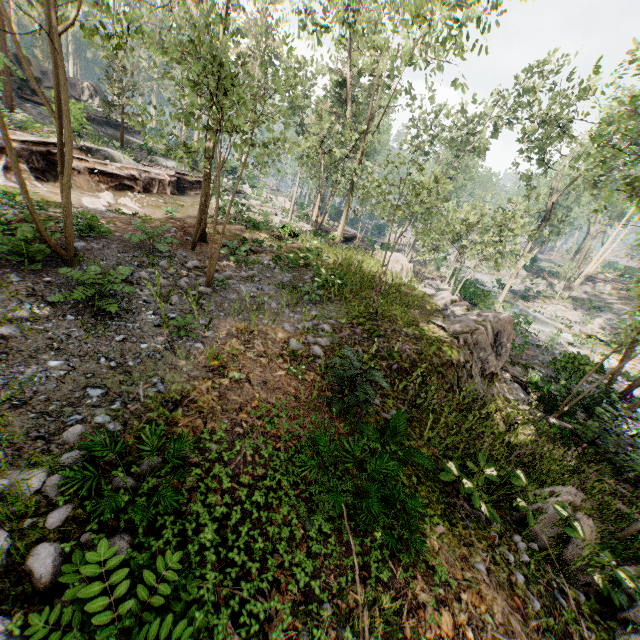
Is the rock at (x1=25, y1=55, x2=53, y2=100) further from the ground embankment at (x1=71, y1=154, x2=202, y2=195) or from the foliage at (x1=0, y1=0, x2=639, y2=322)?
the ground embankment at (x1=71, y1=154, x2=202, y2=195)

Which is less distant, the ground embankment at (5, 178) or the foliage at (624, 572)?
the foliage at (624, 572)

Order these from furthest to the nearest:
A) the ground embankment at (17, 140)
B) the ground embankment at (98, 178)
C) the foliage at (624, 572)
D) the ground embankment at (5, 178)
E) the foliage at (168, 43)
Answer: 1. the ground embankment at (98, 178)
2. the ground embankment at (17, 140)
3. the ground embankment at (5, 178)
4. the foliage at (168, 43)
5. the foliage at (624, 572)

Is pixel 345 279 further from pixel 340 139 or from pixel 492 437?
pixel 340 139

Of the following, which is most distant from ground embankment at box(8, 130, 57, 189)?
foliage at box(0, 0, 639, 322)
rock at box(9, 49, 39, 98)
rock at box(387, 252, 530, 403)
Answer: rock at box(9, 49, 39, 98)

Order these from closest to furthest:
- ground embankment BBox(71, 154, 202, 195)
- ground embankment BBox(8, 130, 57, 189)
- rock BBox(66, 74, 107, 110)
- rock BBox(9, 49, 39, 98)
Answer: ground embankment BBox(8, 130, 57, 189) → ground embankment BBox(71, 154, 202, 195) → rock BBox(9, 49, 39, 98) → rock BBox(66, 74, 107, 110)

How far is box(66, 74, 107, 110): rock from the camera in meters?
31.5 m
